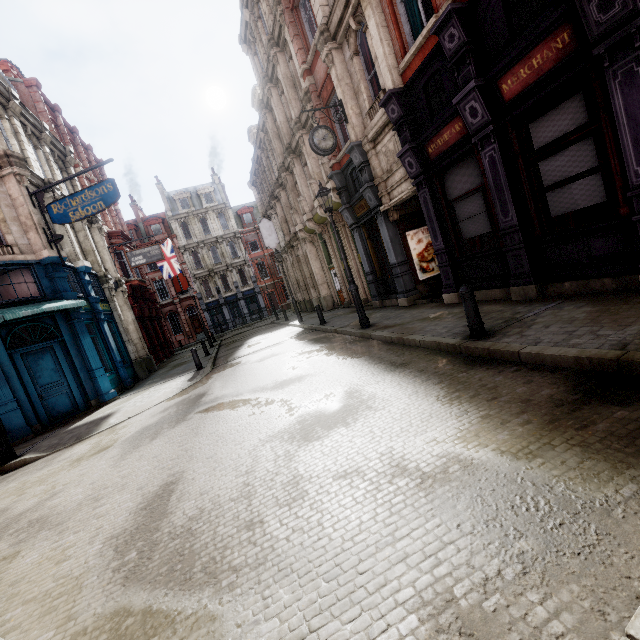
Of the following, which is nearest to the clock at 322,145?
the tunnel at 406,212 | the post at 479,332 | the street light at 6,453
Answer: the tunnel at 406,212

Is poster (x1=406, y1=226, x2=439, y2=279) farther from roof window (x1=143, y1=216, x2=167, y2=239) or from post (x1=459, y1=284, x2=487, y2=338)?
roof window (x1=143, y1=216, x2=167, y2=239)

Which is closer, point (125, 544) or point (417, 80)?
point (125, 544)

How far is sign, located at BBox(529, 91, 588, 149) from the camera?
5.5 meters

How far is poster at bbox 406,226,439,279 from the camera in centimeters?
1234cm

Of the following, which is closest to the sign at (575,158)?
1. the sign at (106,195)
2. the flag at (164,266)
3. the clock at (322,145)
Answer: the clock at (322,145)

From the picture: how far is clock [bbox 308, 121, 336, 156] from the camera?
11.3m

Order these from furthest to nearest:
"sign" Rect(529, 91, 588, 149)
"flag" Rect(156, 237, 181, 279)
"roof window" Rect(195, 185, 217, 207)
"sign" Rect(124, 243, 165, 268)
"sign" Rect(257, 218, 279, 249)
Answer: "roof window" Rect(195, 185, 217, 207)
"flag" Rect(156, 237, 181, 279)
"sign" Rect(257, 218, 279, 249)
"sign" Rect(124, 243, 165, 268)
"sign" Rect(529, 91, 588, 149)
